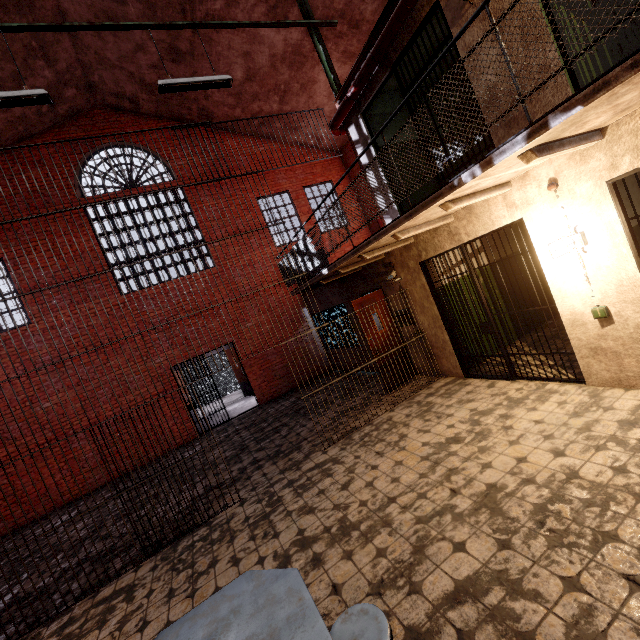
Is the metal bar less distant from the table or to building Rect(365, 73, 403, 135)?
building Rect(365, 73, 403, 135)

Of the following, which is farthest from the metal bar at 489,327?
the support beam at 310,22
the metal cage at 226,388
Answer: the metal cage at 226,388

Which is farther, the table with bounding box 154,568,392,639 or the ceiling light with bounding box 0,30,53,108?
the ceiling light with bounding box 0,30,53,108

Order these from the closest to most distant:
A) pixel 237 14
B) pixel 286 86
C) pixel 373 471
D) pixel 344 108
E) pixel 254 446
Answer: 1. pixel 373 471
2. pixel 344 108
3. pixel 254 446
4. pixel 237 14
5. pixel 286 86

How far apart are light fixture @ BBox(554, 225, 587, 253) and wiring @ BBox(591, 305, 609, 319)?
0.48m

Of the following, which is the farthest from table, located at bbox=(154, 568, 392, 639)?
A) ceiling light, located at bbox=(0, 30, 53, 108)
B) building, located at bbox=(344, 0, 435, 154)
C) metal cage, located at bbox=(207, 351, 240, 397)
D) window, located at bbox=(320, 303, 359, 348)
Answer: metal cage, located at bbox=(207, 351, 240, 397)

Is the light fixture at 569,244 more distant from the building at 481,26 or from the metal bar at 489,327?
the building at 481,26

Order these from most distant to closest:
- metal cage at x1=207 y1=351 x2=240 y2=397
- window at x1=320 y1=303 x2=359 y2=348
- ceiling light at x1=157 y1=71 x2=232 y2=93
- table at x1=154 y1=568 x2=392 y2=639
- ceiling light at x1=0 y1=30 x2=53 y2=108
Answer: metal cage at x1=207 y1=351 x2=240 y2=397 < window at x1=320 y1=303 x2=359 y2=348 < ceiling light at x1=157 y1=71 x2=232 y2=93 < ceiling light at x1=0 y1=30 x2=53 y2=108 < table at x1=154 y1=568 x2=392 y2=639
